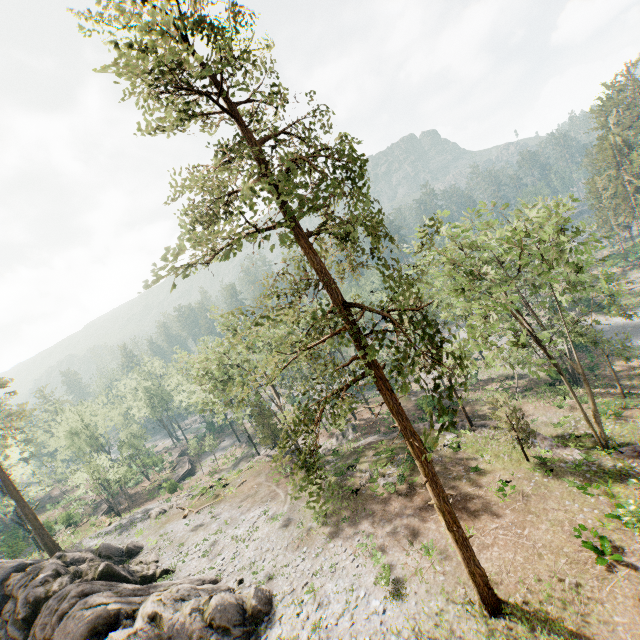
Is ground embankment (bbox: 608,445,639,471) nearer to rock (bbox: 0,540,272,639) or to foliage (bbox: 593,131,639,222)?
foliage (bbox: 593,131,639,222)

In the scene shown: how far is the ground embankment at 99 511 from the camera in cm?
5009

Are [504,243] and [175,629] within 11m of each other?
no

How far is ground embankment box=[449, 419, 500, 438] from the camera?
28.0m

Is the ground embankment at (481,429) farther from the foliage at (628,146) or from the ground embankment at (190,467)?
the ground embankment at (190,467)

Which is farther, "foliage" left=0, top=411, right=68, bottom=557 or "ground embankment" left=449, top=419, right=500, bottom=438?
"foliage" left=0, top=411, right=68, bottom=557

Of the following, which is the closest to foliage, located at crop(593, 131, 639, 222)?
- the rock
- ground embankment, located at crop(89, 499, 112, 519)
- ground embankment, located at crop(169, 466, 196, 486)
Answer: the rock

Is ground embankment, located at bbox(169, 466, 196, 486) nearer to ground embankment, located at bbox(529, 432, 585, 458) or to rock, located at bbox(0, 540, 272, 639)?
rock, located at bbox(0, 540, 272, 639)
